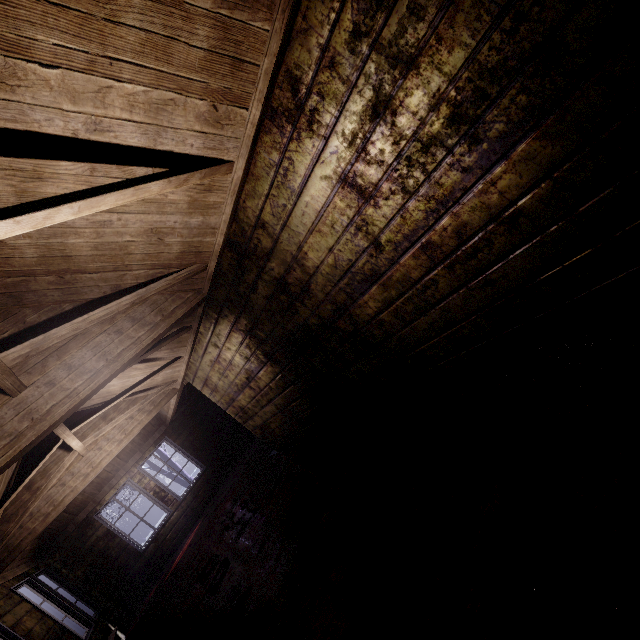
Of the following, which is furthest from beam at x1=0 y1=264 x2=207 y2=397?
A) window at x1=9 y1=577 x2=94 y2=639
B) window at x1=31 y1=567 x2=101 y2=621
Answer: window at x1=31 y1=567 x2=101 y2=621

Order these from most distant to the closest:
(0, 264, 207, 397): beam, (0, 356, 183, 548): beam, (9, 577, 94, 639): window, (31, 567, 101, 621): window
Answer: (31, 567, 101, 621): window → (9, 577, 94, 639): window → (0, 356, 183, 548): beam → (0, 264, 207, 397): beam

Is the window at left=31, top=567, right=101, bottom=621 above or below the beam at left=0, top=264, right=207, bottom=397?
below

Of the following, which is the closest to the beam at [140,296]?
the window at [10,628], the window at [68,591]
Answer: the window at [10,628]

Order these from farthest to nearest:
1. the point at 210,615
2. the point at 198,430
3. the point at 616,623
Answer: the point at 198,430, the point at 210,615, the point at 616,623

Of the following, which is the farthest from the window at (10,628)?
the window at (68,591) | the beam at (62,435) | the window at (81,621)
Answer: the window at (68,591)

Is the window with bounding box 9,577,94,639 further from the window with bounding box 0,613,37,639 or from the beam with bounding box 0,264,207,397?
the beam with bounding box 0,264,207,397

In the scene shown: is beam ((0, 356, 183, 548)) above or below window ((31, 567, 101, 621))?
above
